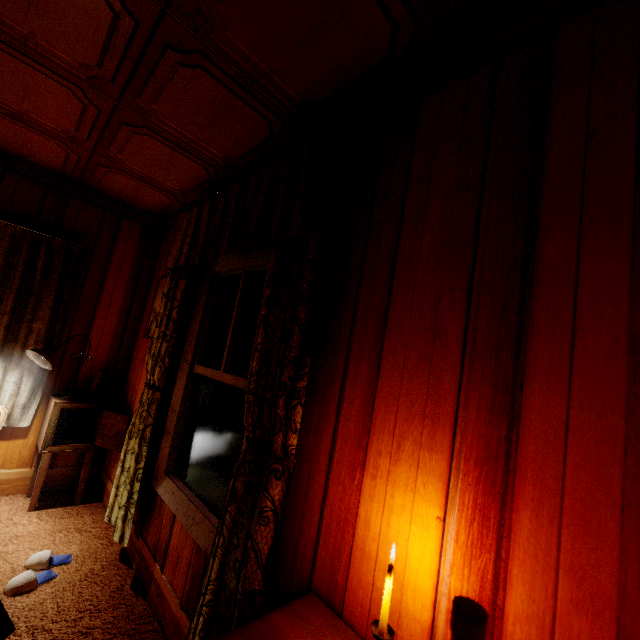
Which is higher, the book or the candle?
the candle

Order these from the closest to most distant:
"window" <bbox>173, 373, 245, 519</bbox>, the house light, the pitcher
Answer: "window" <bbox>173, 373, 245, 519</bbox> < the house light < the pitcher

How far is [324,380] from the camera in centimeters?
136cm

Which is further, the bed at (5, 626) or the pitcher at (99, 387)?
the pitcher at (99, 387)

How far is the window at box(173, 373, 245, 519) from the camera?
1.8m

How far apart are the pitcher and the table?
0.0 meters

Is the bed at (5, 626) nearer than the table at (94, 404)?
Yes

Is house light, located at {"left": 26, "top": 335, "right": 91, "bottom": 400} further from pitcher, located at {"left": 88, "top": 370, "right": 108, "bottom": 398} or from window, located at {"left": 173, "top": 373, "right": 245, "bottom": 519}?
window, located at {"left": 173, "top": 373, "right": 245, "bottom": 519}
